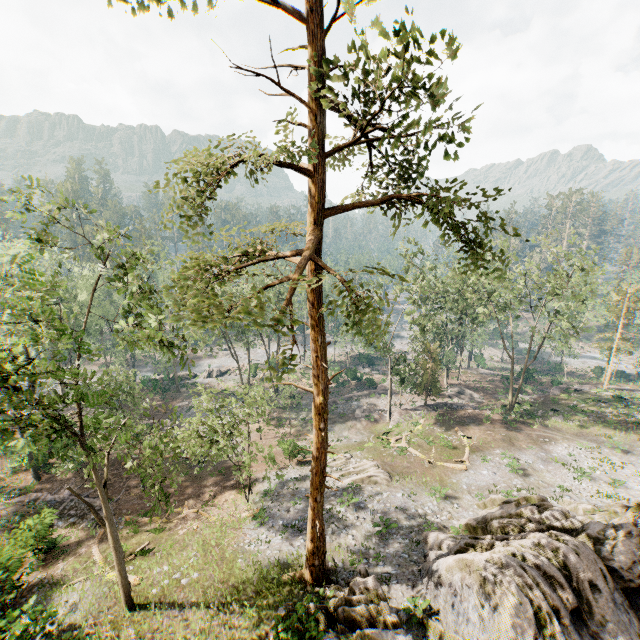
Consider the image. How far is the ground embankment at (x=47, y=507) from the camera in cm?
2214

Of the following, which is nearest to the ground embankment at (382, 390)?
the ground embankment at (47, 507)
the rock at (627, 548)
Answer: the ground embankment at (47, 507)

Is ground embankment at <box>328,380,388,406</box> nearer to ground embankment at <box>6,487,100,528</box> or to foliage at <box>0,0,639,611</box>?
foliage at <box>0,0,639,611</box>

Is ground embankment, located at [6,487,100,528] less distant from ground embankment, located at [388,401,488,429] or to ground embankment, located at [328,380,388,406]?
ground embankment, located at [328,380,388,406]

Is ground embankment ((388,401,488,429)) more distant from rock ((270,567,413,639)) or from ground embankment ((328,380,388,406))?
rock ((270,567,413,639))

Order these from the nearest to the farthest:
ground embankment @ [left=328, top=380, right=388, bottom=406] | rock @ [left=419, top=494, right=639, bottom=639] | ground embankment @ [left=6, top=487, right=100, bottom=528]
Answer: rock @ [left=419, top=494, right=639, bottom=639], ground embankment @ [left=6, top=487, right=100, bottom=528], ground embankment @ [left=328, top=380, right=388, bottom=406]

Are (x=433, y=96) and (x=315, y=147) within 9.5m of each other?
yes

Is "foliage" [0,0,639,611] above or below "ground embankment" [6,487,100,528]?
above
